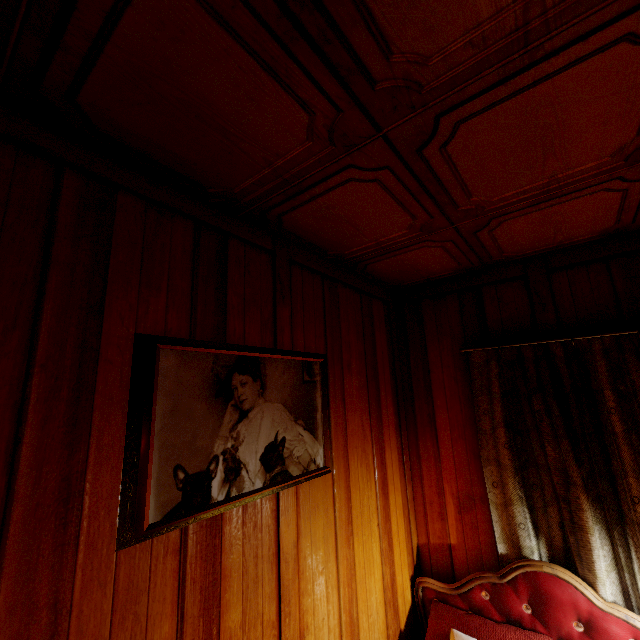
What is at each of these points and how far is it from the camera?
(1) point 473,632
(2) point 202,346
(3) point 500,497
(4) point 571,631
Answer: (1) pillow, 1.8 meters
(2) picture frame, 1.2 meters
(3) curtain, 2.0 meters
(4) bed, 1.7 meters

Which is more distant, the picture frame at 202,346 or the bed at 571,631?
the bed at 571,631

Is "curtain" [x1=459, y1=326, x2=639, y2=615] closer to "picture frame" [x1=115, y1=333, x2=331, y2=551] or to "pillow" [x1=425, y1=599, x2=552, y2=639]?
"pillow" [x1=425, y1=599, x2=552, y2=639]

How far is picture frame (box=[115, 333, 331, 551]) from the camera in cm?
102

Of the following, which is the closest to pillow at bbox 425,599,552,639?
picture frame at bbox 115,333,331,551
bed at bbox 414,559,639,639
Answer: bed at bbox 414,559,639,639

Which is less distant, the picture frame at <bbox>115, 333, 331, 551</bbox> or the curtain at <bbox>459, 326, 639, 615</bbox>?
the picture frame at <bbox>115, 333, 331, 551</bbox>

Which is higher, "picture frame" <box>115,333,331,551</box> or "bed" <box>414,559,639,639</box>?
"picture frame" <box>115,333,331,551</box>

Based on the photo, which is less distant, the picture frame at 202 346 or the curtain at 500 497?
the picture frame at 202 346
